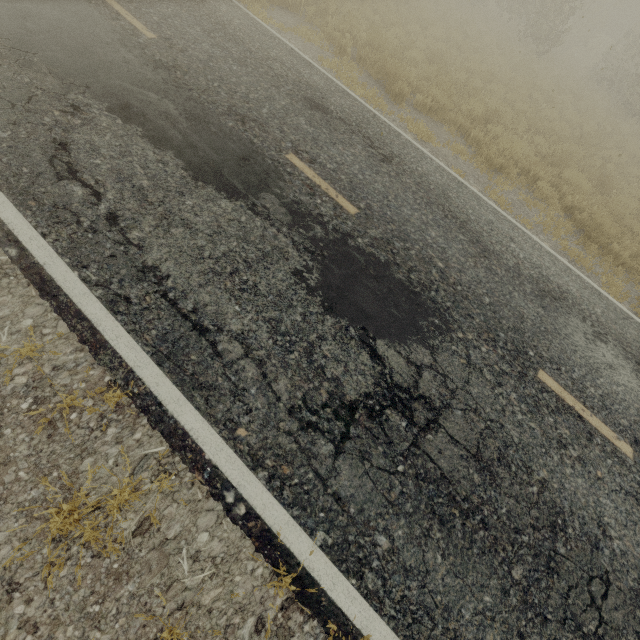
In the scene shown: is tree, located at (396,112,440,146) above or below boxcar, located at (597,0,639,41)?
below

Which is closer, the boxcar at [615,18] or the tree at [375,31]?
the tree at [375,31]

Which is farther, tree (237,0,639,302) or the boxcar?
the boxcar

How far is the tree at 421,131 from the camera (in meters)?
7.80

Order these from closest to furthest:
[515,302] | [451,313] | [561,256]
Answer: [451,313] < [515,302] < [561,256]

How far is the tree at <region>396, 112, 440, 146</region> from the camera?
7.8 meters
